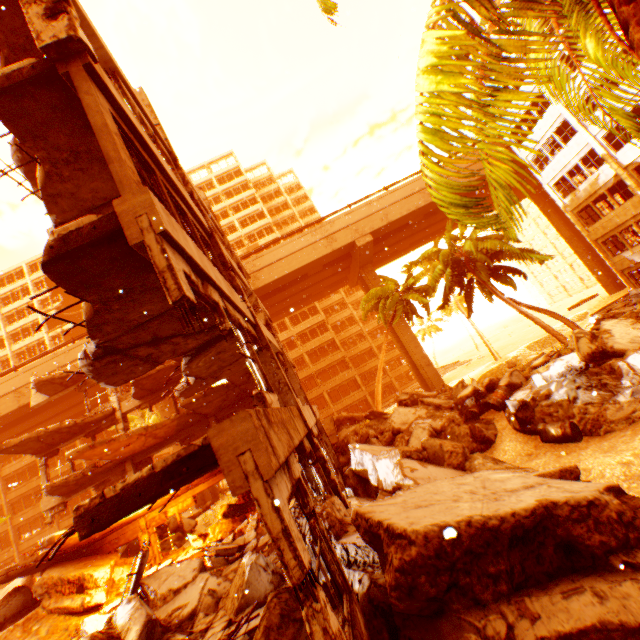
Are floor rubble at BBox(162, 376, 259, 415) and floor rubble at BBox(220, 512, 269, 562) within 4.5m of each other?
no

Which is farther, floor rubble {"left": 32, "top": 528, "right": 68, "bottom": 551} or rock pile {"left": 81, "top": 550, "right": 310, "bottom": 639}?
floor rubble {"left": 32, "top": 528, "right": 68, "bottom": 551}

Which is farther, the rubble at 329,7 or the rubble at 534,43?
the rubble at 329,7

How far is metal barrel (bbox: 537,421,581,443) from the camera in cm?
827

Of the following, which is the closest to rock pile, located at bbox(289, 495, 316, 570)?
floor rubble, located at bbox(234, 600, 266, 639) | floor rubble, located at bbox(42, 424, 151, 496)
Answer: floor rubble, located at bbox(234, 600, 266, 639)

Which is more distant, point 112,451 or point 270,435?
point 112,451

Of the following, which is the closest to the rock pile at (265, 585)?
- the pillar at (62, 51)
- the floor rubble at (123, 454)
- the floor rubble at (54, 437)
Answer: the floor rubble at (123, 454)

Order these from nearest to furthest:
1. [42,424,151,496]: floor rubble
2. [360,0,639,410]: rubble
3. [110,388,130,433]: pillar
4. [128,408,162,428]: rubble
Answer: [360,0,639,410]: rubble, [42,424,151,496]: floor rubble, [110,388,130,433]: pillar, [128,408,162,428]: rubble
